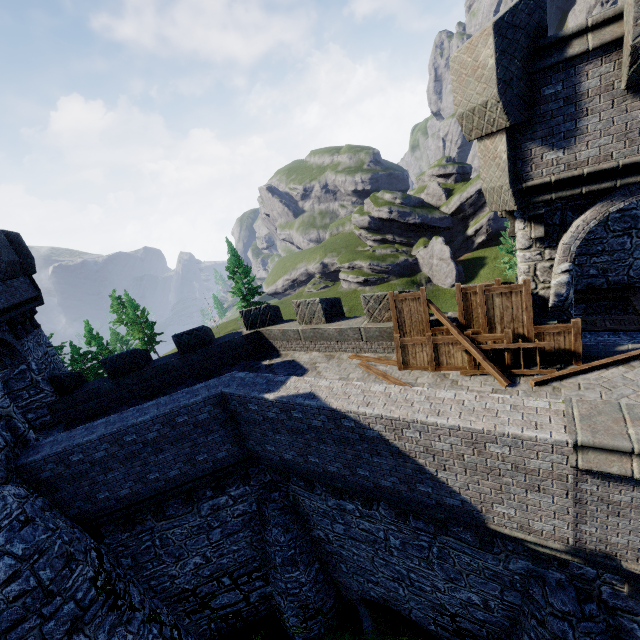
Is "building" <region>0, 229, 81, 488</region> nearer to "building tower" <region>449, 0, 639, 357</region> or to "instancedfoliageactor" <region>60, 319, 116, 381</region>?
"building tower" <region>449, 0, 639, 357</region>

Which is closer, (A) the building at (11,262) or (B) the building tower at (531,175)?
(B) the building tower at (531,175)

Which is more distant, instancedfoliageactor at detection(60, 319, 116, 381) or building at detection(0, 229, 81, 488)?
instancedfoliageactor at detection(60, 319, 116, 381)

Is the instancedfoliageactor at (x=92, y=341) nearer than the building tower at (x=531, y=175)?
No

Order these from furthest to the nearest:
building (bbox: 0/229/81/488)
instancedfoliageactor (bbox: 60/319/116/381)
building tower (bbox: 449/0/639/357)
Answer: instancedfoliageactor (bbox: 60/319/116/381) → building (bbox: 0/229/81/488) → building tower (bbox: 449/0/639/357)

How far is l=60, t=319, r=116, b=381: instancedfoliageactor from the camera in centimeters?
4022cm

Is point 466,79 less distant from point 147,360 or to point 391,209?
point 147,360

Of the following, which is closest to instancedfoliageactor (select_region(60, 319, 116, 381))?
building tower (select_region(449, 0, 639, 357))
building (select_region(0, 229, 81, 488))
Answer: building (select_region(0, 229, 81, 488))
